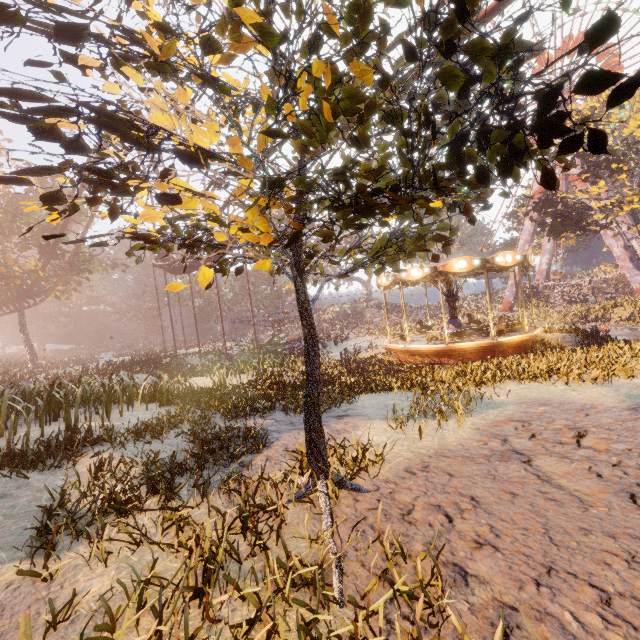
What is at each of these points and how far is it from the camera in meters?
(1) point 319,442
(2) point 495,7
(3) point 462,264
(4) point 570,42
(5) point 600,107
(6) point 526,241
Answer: (1) instancedfoliageactor, 4.1 m
(2) roller coaster, 12.6 m
(3) carousel, 13.9 m
(4) ferris wheel, 39.3 m
(5) tree, 26.4 m
(6) metal support, 43.3 m

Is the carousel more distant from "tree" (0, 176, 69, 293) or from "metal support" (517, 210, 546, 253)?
"metal support" (517, 210, 546, 253)

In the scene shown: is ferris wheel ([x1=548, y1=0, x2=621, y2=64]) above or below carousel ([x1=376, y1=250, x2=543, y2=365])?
above

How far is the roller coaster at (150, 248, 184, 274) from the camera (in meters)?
27.16

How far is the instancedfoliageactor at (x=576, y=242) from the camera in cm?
4998

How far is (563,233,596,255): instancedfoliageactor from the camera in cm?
4998

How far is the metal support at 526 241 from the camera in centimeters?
4256cm

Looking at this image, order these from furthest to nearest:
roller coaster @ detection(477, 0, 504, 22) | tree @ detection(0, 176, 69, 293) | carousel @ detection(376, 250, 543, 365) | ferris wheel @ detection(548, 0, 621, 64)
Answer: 1. ferris wheel @ detection(548, 0, 621, 64)
2. tree @ detection(0, 176, 69, 293)
3. carousel @ detection(376, 250, 543, 365)
4. roller coaster @ detection(477, 0, 504, 22)
